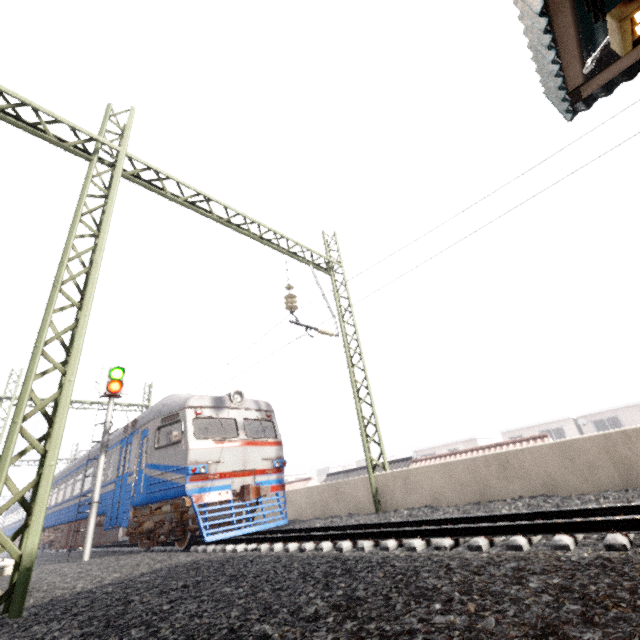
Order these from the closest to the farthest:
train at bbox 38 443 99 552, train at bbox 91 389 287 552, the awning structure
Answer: the awning structure, train at bbox 91 389 287 552, train at bbox 38 443 99 552

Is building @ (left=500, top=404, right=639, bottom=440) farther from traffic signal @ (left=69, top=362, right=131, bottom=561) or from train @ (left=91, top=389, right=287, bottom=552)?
traffic signal @ (left=69, top=362, right=131, bottom=561)

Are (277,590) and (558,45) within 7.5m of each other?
yes

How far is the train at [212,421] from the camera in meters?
8.8 m

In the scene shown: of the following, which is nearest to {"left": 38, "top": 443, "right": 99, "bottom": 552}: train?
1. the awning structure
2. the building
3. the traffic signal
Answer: the traffic signal

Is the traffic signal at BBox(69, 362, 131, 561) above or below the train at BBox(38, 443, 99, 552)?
above

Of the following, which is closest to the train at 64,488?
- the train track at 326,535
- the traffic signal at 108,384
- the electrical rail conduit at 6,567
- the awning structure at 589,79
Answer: the train track at 326,535

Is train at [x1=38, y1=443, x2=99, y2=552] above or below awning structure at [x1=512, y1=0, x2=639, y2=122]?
below
